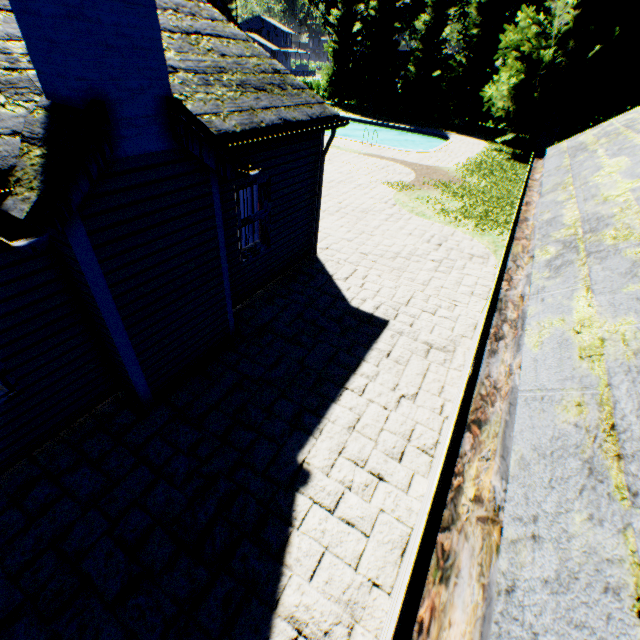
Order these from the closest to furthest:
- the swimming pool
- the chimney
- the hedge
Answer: the chimney
the swimming pool
the hedge

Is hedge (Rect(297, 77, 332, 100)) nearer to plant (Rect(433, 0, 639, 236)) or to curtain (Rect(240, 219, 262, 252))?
plant (Rect(433, 0, 639, 236))

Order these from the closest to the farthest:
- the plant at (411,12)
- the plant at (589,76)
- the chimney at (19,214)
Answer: the chimney at (19,214) → the plant at (589,76) → the plant at (411,12)

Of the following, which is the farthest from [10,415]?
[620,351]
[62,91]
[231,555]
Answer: [620,351]

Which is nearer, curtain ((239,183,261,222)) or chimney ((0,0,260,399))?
chimney ((0,0,260,399))

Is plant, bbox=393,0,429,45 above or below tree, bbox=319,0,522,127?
above

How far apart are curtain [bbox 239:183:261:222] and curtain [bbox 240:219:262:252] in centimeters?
8cm

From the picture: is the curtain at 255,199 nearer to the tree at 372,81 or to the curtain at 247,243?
the curtain at 247,243
